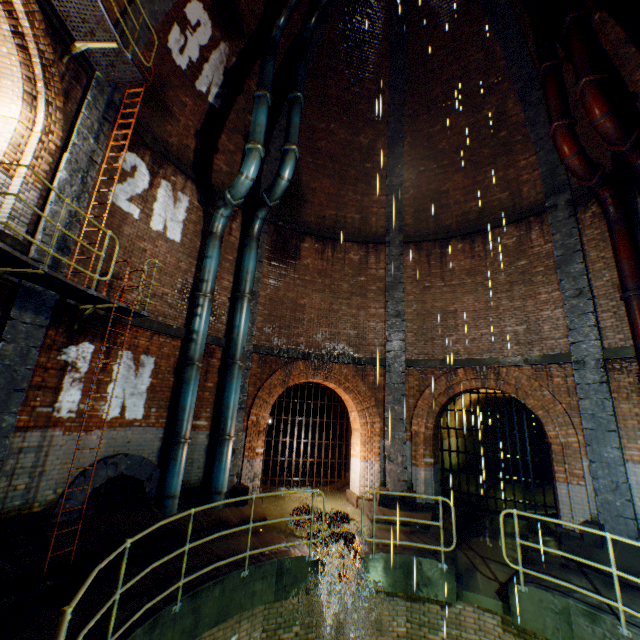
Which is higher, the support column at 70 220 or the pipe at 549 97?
the pipe at 549 97

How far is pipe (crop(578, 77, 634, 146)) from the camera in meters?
7.3

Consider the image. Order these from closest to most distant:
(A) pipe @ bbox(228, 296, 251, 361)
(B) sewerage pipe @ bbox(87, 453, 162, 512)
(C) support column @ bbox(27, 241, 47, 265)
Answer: (C) support column @ bbox(27, 241, 47, 265) < (B) sewerage pipe @ bbox(87, 453, 162, 512) < (A) pipe @ bbox(228, 296, 251, 361)

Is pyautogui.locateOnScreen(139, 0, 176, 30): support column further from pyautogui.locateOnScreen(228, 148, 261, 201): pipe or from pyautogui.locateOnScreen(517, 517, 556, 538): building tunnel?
pyautogui.locateOnScreen(517, 517, 556, 538): building tunnel

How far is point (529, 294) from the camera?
10.3 meters

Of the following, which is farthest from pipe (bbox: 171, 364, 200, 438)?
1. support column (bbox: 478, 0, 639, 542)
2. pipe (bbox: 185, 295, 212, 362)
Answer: support column (bbox: 478, 0, 639, 542)

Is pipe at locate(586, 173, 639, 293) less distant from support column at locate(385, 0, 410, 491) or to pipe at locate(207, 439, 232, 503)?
support column at locate(385, 0, 410, 491)

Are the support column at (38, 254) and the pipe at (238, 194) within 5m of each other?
yes
